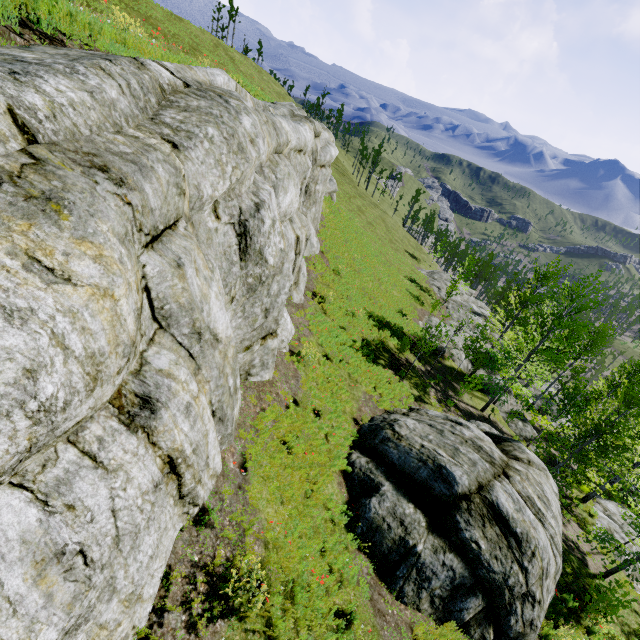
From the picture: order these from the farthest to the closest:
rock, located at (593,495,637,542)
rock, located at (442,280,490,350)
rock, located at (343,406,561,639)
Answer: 1. rock, located at (442,280,490,350)
2. rock, located at (593,495,637,542)
3. rock, located at (343,406,561,639)

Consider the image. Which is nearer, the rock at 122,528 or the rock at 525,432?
the rock at 122,528

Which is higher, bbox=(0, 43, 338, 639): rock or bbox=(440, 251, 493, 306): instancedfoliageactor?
bbox=(0, 43, 338, 639): rock

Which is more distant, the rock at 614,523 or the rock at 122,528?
the rock at 614,523

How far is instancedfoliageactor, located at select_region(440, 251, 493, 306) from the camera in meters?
31.9

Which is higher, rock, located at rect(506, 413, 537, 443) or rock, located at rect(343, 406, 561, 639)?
rock, located at rect(343, 406, 561, 639)

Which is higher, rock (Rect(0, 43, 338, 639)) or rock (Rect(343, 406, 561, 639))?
rock (Rect(0, 43, 338, 639))

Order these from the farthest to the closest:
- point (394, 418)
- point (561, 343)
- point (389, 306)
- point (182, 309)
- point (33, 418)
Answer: point (389, 306)
point (561, 343)
point (394, 418)
point (182, 309)
point (33, 418)
